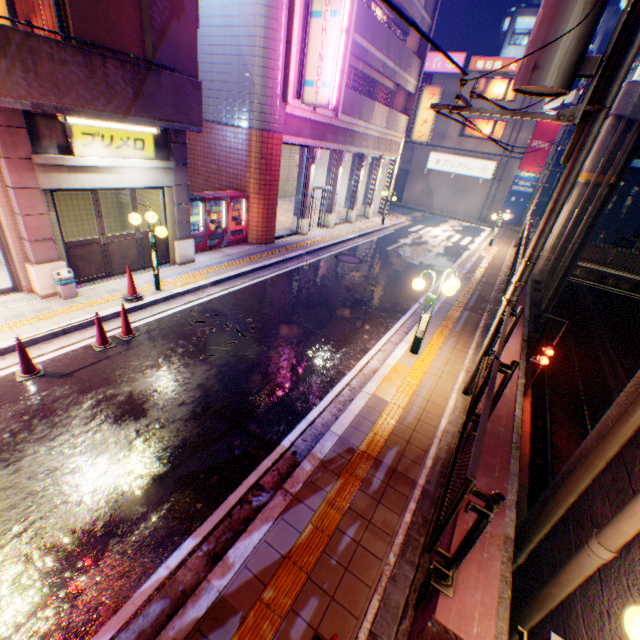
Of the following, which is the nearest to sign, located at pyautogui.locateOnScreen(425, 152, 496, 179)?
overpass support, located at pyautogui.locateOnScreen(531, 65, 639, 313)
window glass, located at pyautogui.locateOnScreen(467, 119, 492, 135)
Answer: window glass, located at pyautogui.locateOnScreen(467, 119, 492, 135)

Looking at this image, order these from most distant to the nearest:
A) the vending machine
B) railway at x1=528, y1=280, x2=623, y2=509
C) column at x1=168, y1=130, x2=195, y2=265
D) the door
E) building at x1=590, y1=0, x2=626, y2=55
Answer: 1. building at x1=590, y1=0, x2=626, y2=55
2. railway at x1=528, y1=280, x2=623, y2=509
3. the vending machine
4. column at x1=168, y1=130, x2=195, y2=265
5. the door

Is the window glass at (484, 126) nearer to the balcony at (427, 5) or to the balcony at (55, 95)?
the balcony at (427, 5)

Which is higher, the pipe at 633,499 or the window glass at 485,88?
the window glass at 485,88

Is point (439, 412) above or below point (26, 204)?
below

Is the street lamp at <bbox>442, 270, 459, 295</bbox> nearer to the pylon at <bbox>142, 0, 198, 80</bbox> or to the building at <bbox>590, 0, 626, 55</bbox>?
the pylon at <bbox>142, 0, 198, 80</bbox>

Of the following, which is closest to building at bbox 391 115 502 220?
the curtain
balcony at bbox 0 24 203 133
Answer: balcony at bbox 0 24 203 133

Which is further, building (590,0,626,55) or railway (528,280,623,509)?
building (590,0,626,55)
